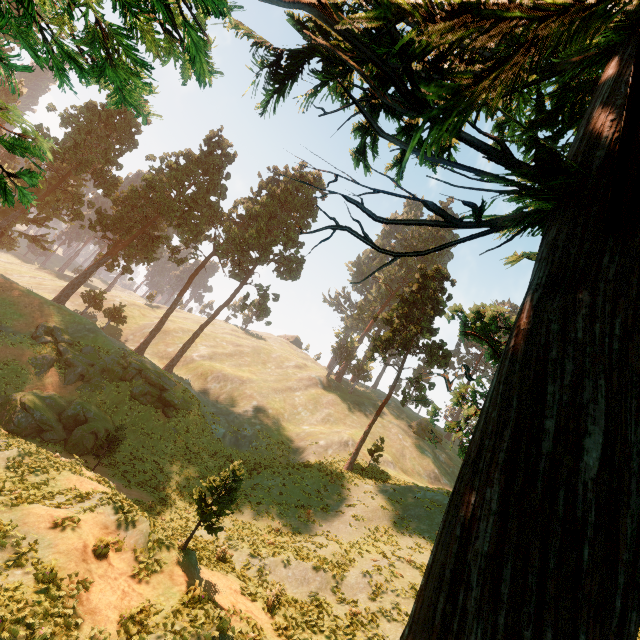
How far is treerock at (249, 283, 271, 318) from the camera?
45.2m

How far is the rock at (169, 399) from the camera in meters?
28.9 m

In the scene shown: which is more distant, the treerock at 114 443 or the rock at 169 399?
the rock at 169 399

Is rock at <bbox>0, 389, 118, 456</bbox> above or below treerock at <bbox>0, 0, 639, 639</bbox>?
below

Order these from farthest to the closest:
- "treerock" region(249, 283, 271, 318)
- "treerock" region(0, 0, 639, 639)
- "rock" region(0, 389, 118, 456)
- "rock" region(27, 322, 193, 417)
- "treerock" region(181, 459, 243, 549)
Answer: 1. "treerock" region(249, 283, 271, 318)
2. "rock" region(27, 322, 193, 417)
3. "rock" region(0, 389, 118, 456)
4. "treerock" region(181, 459, 243, 549)
5. "treerock" region(0, 0, 639, 639)

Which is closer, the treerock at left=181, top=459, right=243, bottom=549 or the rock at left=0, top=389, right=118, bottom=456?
the treerock at left=181, top=459, right=243, bottom=549

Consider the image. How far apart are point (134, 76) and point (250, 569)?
19.90m
